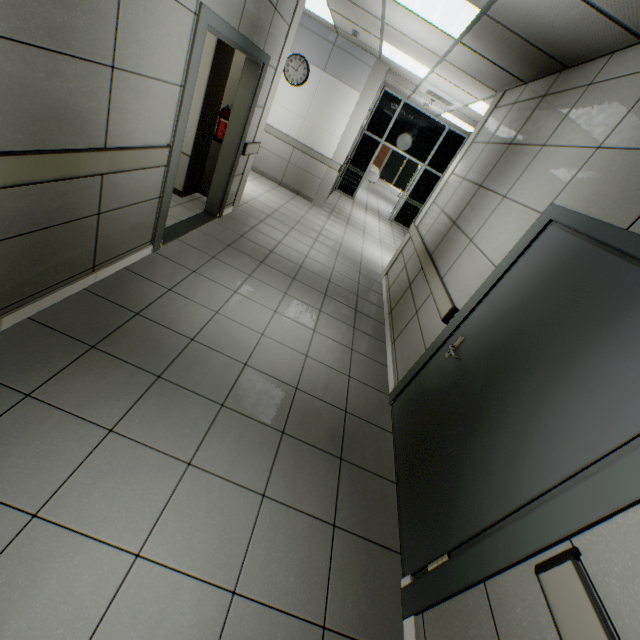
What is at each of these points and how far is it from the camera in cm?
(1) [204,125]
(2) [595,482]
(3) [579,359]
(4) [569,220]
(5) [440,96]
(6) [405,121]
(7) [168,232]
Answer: (1) cabinet, 455
(2) doorway, 124
(3) door, 156
(4) doorway, 206
(5) air conditioning vent, 663
(6) doorway, 1003
(7) door, 393

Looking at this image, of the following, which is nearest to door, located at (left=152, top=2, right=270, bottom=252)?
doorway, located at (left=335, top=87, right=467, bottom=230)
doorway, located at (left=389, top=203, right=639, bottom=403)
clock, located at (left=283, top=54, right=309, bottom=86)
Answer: doorway, located at (left=389, top=203, right=639, bottom=403)

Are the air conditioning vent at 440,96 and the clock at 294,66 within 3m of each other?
yes

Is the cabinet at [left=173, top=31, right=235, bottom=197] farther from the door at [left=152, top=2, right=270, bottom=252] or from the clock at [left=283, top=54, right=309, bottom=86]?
the clock at [left=283, top=54, right=309, bottom=86]

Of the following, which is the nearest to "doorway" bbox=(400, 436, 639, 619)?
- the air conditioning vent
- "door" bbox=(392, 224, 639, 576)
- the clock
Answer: "door" bbox=(392, 224, 639, 576)

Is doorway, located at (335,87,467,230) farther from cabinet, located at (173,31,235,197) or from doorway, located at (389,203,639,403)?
doorway, located at (389,203,639,403)

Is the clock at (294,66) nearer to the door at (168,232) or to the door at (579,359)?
the door at (168,232)

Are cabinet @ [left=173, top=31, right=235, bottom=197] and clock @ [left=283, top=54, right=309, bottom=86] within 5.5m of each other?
yes
